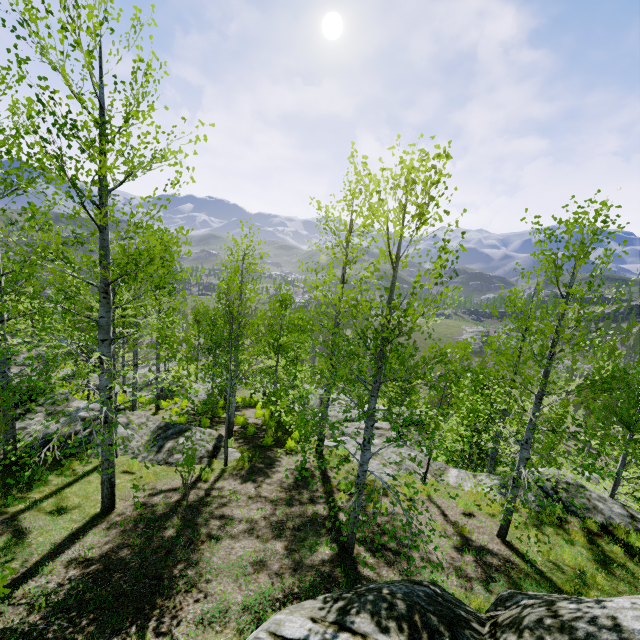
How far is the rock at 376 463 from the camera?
11.8m

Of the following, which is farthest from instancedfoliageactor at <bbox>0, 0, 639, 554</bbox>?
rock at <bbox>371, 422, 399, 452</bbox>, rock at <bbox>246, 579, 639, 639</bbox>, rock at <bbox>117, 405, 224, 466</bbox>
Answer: rock at <bbox>246, 579, 639, 639</bbox>

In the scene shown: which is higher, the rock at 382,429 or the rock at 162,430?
the rock at 162,430

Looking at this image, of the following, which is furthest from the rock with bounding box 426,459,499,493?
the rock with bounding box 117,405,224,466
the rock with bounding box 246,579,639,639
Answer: the rock with bounding box 117,405,224,466

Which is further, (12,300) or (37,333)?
(37,333)

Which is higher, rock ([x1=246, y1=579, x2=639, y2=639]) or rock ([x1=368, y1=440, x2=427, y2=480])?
rock ([x1=246, y1=579, x2=639, y2=639])

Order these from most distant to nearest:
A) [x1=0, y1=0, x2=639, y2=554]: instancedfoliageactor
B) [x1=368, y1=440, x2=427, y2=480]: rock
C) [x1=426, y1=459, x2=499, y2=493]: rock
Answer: [x1=368, y1=440, x2=427, y2=480]: rock < [x1=426, y1=459, x2=499, y2=493]: rock < [x1=0, y1=0, x2=639, y2=554]: instancedfoliageactor

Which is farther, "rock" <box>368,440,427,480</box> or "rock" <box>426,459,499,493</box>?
"rock" <box>368,440,427,480</box>
